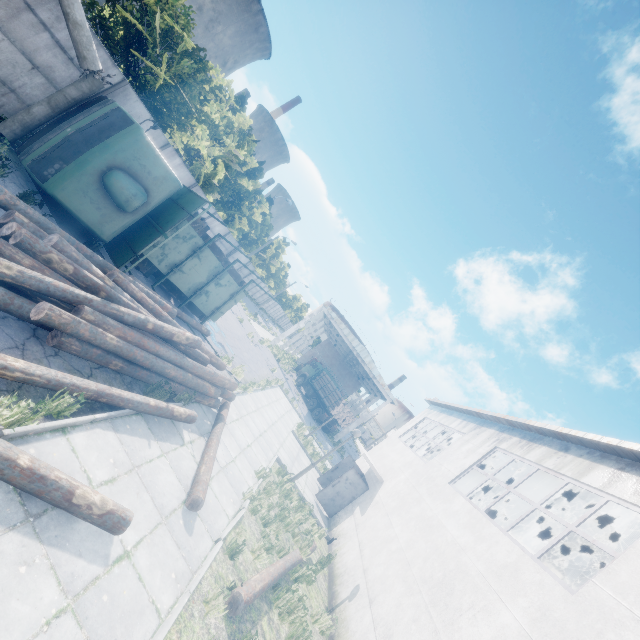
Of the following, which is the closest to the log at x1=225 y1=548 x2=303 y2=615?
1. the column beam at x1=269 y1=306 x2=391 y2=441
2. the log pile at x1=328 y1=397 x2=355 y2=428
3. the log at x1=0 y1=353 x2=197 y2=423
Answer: the log at x1=0 y1=353 x2=197 y2=423

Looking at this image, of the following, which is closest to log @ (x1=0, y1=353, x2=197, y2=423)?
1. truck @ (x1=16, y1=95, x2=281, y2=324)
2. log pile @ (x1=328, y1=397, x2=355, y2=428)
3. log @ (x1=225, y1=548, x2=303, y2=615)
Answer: log @ (x1=225, y1=548, x2=303, y2=615)

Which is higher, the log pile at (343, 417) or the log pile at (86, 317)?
the log pile at (343, 417)

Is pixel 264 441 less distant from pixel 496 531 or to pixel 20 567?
pixel 496 531

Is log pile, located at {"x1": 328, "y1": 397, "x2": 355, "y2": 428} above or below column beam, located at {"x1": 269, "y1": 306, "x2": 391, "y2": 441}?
below

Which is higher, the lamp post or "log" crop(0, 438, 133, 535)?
the lamp post

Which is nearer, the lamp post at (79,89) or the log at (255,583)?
the log at (255,583)

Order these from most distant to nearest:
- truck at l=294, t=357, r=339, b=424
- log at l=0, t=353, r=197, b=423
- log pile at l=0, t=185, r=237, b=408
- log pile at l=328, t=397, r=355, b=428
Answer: truck at l=294, t=357, r=339, b=424 → log pile at l=328, t=397, r=355, b=428 → log pile at l=0, t=185, r=237, b=408 → log at l=0, t=353, r=197, b=423
